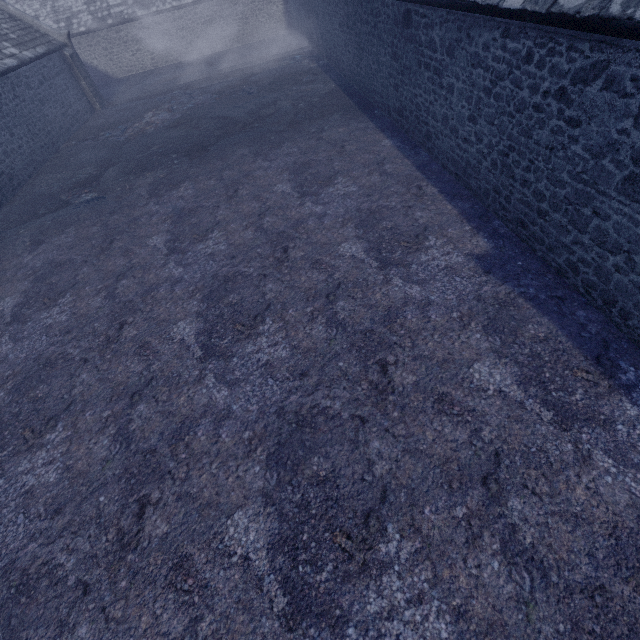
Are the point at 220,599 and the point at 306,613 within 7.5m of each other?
yes
